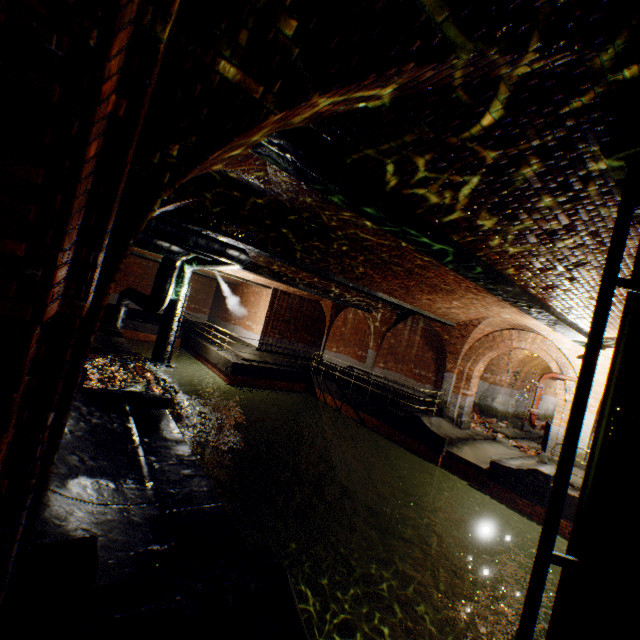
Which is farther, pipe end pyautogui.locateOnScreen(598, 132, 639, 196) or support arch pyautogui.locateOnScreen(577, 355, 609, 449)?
support arch pyautogui.locateOnScreen(577, 355, 609, 449)

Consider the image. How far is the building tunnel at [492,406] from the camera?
14.41m

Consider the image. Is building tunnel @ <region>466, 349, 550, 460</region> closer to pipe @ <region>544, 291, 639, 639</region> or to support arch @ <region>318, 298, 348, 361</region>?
support arch @ <region>318, 298, 348, 361</region>

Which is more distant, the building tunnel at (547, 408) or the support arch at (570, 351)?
the building tunnel at (547, 408)

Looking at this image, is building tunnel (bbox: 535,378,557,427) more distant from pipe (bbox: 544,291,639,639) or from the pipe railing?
the pipe railing

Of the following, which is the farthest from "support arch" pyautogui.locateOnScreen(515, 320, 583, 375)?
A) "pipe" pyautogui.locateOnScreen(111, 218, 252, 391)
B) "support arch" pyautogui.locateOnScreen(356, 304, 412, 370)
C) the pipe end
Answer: the pipe end

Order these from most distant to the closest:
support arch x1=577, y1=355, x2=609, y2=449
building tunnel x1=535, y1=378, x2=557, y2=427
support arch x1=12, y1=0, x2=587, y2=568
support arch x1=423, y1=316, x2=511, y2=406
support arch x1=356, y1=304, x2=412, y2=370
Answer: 1. building tunnel x1=535, y1=378, x2=557, y2=427
2. support arch x1=356, y1=304, x2=412, y2=370
3. support arch x1=423, y1=316, x2=511, y2=406
4. support arch x1=577, y1=355, x2=609, y2=449
5. support arch x1=12, y1=0, x2=587, y2=568

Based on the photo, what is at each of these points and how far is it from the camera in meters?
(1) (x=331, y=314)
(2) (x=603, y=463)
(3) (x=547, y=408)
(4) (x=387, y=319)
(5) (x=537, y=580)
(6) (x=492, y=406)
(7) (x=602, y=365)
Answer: (1) support arch, 21.7
(2) pipe, 2.4
(3) building tunnel, 22.6
(4) support arch, 17.8
(5) pipe railing, 2.4
(6) building tunnel, 18.0
(7) support arch, 10.3
